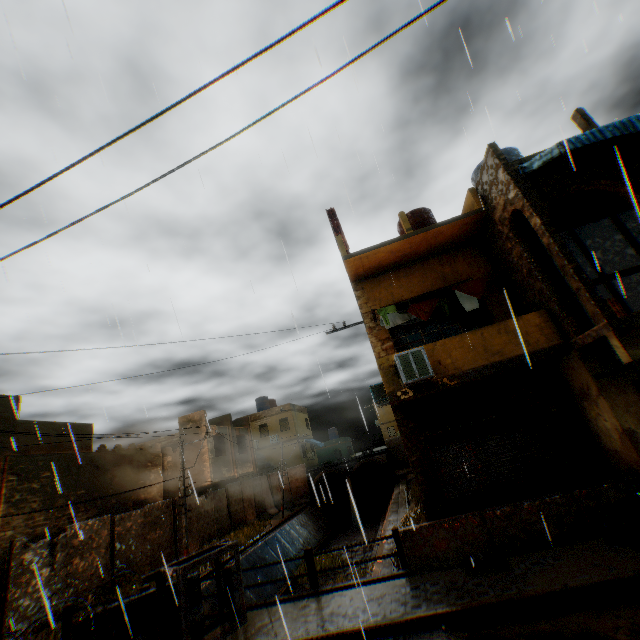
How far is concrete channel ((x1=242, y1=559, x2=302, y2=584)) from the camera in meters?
16.0

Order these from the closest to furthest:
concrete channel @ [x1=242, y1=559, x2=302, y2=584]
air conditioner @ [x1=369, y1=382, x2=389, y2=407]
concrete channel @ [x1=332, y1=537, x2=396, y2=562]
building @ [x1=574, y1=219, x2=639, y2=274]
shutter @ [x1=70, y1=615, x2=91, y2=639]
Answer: shutter @ [x1=70, y1=615, x2=91, y2=639] → building @ [x1=574, y1=219, x2=639, y2=274] → concrete channel @ [x1=332, y1=537, x2=396, y2=562] → air conditioner @ [x1=369, y1=382, x2=389, y2=407] → concrete channel @ [x1=242, y1=559, x2=302, y2=584]

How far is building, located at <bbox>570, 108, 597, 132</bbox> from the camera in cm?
845

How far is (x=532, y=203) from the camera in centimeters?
810cm

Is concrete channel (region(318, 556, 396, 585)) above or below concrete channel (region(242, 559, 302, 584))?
above

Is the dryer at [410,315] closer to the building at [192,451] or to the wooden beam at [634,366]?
the building at [192,451]

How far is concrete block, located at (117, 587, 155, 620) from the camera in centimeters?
735cm

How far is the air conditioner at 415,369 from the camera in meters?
8.2 m
